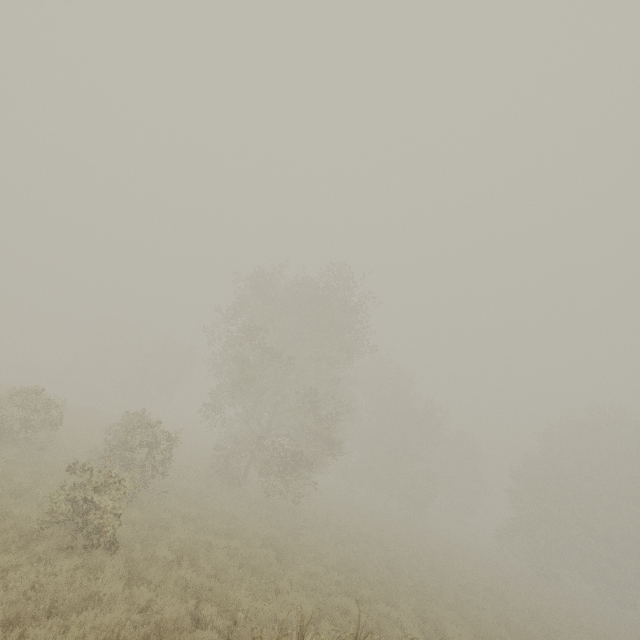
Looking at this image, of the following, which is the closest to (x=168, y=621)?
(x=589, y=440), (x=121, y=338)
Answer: (x=589, y=440)
